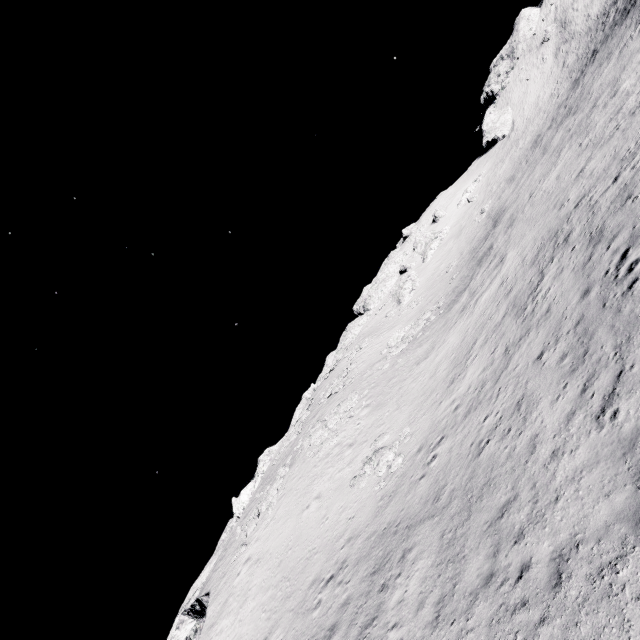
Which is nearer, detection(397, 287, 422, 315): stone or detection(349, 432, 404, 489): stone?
detection(349, 432, 404, 489): stone

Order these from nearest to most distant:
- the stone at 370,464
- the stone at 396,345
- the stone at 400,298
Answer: the stone at 370,464, the stone at 396,345, the stone at 400,298

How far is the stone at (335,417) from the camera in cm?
3102

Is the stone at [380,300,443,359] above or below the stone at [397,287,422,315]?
below

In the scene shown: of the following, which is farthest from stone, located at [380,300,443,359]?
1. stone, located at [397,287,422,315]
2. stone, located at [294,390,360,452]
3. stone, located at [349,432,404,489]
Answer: stone, located at [349,432,404,489]

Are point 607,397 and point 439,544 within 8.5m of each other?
yes

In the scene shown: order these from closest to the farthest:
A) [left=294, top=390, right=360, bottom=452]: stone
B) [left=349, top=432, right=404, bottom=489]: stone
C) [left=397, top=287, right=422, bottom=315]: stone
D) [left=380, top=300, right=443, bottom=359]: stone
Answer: [left=349, top=432, right=404, bottom=489]: stone, [left=294, top=390, right=360, bottom=452]: stone, [left=380, top=300, right=443, bottom=359]: stone, [left=397, top=287, right=422, bottom=315]: stone

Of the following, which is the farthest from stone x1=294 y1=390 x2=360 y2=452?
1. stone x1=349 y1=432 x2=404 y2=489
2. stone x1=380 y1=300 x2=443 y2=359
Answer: stone x1=349 y1=432 x2=404 y2=489
